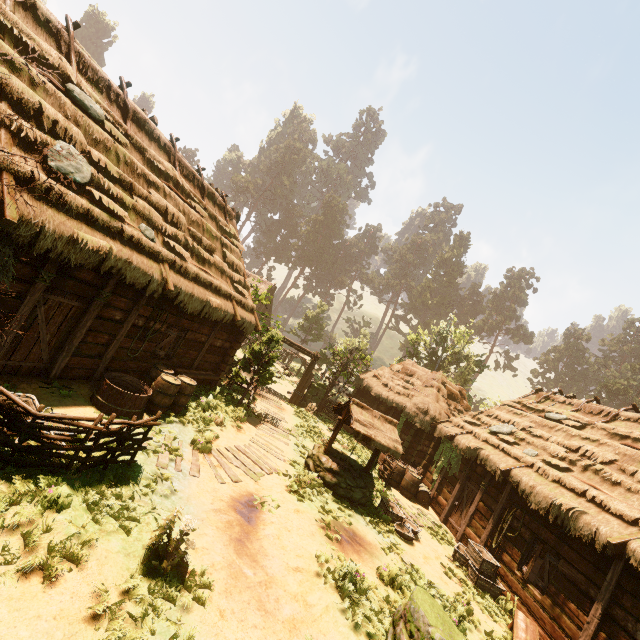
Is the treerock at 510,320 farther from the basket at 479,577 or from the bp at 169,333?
the bp at 169,333

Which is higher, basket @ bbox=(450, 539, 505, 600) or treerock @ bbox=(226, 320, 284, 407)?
treerock @ bbox=(226, 320, 284, 407)

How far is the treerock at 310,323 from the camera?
43.4 meters

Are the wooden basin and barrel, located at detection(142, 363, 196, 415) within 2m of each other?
yes

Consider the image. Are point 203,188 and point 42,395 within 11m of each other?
yes

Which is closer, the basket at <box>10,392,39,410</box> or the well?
the basket at <box>10,392,39,410</box>

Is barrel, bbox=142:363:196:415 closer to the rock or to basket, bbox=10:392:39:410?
basket, bbox=10:392:39:410

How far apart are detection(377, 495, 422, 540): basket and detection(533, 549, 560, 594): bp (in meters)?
3.22
